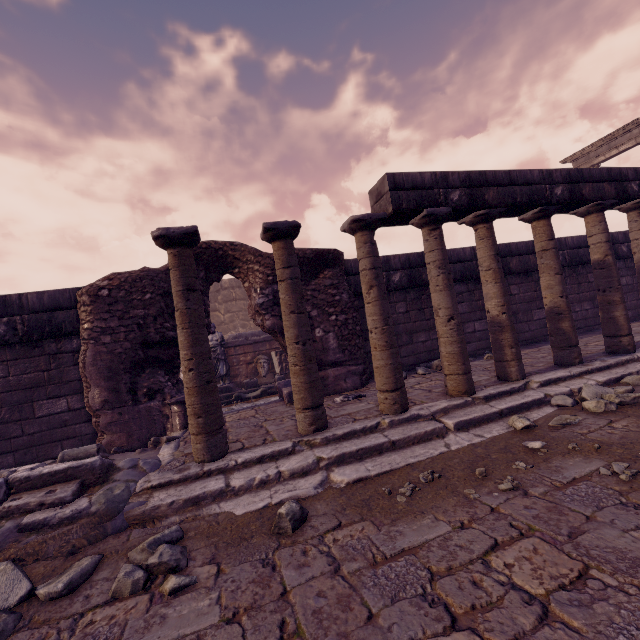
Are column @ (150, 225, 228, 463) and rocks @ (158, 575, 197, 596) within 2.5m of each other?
yes

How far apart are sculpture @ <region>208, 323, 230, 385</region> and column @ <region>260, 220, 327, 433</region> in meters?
6.4 m

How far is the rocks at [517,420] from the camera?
3.45m

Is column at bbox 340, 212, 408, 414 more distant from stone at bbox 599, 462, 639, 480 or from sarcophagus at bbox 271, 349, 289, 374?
sarcophagus at bbox 271, 349, 289, 374

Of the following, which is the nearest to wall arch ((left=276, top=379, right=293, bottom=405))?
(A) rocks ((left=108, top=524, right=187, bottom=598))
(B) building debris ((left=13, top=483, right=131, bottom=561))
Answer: (B) building debris ((left=13, top=483, right=131, bottom=561))

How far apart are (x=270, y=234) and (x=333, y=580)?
3.3m

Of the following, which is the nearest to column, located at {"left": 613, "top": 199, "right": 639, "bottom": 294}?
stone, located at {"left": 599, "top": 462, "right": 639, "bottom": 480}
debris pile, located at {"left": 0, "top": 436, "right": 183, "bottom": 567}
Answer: stone, located at {"left": 599, "top": 462, "right": 639, "bottom": 480}

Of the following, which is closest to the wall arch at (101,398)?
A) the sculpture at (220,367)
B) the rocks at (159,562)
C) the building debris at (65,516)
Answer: the building debris at (65,516)
